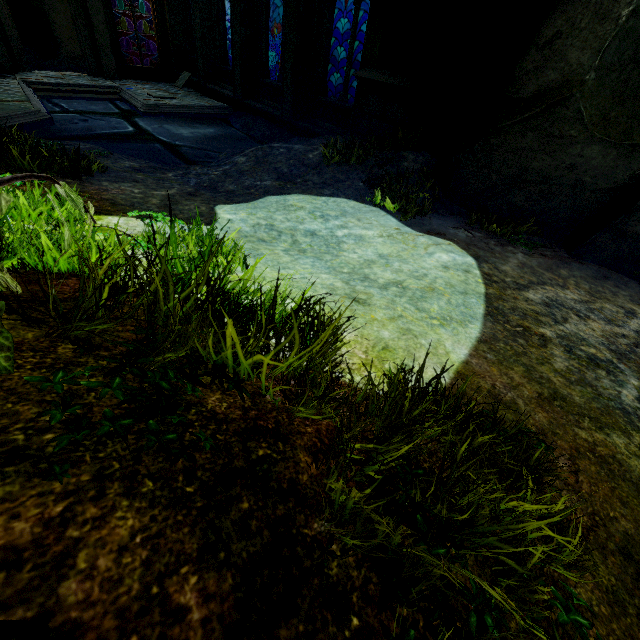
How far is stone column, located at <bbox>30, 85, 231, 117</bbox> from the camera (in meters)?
10.96

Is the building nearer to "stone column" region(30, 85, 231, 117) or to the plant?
the plant

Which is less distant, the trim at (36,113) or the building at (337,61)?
the trim at (36,113)

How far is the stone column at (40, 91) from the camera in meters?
11.0

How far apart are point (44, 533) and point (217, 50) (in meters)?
17.01

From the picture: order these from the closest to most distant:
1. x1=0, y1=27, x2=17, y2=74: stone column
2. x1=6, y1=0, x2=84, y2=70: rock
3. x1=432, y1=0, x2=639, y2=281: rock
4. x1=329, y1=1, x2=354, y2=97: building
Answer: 1. x1=432, y1=0, x2=639, y2=281: rock
2. x1=0, y1=27, x2=17, y2=74: stone column
3. x1=6, y1=0, x2=84, y2=70: rock
4. x1=329, y1=1, x2=354, y2=97: building

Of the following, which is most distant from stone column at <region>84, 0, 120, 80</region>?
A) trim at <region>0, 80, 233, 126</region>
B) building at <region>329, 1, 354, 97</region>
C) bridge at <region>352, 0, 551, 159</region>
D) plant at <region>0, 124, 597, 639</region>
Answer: plant at <region>0, 124, 597, 639</region>

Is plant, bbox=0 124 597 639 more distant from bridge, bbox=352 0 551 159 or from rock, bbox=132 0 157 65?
rock, bbox=132 0 157 65
